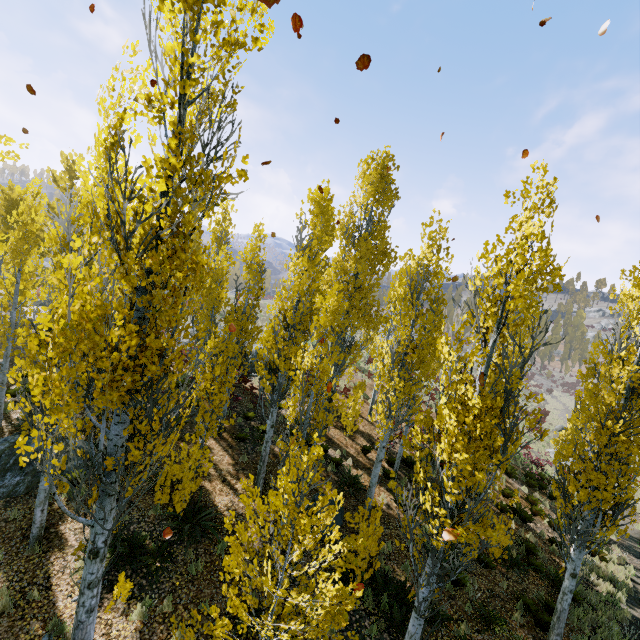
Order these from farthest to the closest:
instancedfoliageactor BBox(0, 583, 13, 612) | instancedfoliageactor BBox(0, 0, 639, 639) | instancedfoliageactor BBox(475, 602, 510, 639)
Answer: instancedfoliageactor BBox(475, 602, 510, 639)
instancedfoliageactor BBox(0, 583, 13, 612)
instancedfoliageactor BBox(0, 0, 639, 639)

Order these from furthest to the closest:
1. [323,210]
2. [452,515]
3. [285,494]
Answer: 1. [323,210]
2. [452,515]
3. [285,494]

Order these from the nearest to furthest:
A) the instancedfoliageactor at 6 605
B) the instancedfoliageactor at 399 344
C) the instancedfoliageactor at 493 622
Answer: the instancedfoliageactor at 399 344 → the instancedfoliageactor at 6 605 → the instancedfoliageactor at 493 622

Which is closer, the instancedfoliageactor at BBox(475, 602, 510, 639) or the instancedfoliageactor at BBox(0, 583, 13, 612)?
the instancedfoliageactor at BBox(0, 583, 13, 612)

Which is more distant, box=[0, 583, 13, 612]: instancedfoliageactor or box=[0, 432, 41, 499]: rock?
box=[0, 432, 41, 499]: rock

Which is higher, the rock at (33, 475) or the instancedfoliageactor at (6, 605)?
the rock at (33, 475)
